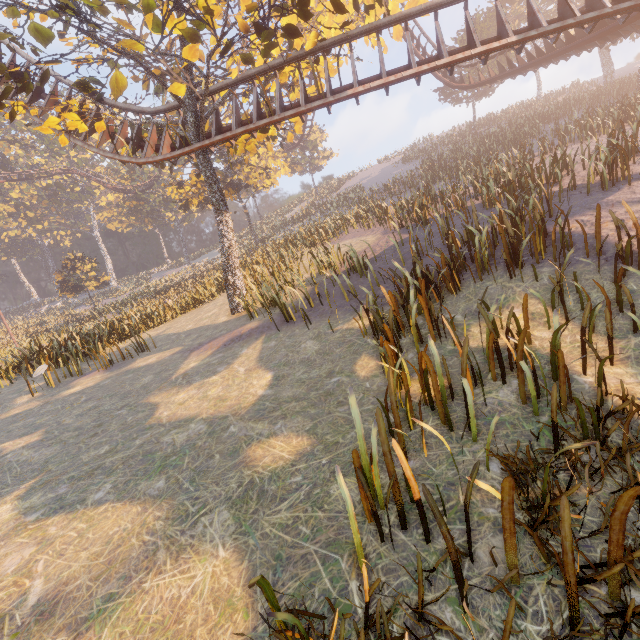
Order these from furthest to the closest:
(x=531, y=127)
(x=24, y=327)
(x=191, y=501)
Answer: (x=24, y=327) < (x=531, y=127) < (x=191, y=501)

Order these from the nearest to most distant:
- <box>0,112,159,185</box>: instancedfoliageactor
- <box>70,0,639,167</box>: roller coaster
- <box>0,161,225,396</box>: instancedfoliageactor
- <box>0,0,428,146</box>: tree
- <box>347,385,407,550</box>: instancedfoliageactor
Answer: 1. <box>347,385,407,550</box>: instancedfoliageactor
2. <box>0,0,428,146</box>: tree
3. <box>70,0,639,167</box>: roller coaster
4. <box>0,161,225,396</box>: instancedfoliageactor
5. <box>0,112,159,185</box>: instancedfoliageactor

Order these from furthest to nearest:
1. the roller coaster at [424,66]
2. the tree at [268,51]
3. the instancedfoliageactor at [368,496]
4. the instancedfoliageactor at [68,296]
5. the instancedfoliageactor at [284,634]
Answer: the instancedfoliageactor at [68,296] < the roller coaster at [424,66] < the tree at [268,51] < the instancedfoliageactor at [368,496] < the instancedfoliageactor at [284,634]

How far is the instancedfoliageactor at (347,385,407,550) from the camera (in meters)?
2.67

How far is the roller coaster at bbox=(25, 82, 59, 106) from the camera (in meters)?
14.86

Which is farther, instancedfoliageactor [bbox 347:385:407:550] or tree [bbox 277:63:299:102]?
tree [bbox 277:63:299:102]

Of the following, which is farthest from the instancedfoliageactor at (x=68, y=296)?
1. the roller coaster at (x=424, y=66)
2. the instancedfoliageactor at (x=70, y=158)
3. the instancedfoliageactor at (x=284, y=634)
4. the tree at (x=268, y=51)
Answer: Result: the instancedfoliageactor at (x=284, y=634)

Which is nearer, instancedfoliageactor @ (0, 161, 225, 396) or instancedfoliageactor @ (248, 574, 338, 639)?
instancedfoliageactor @ (248, 574, 338, 639)
